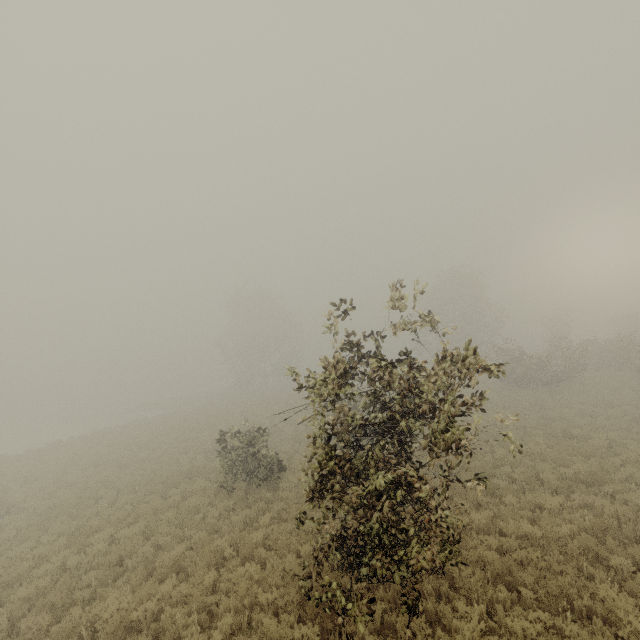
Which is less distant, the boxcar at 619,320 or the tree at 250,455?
the tree at 250,455

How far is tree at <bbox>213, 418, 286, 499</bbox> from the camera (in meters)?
13.57

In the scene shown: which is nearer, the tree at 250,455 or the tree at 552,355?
the tree at 552,355

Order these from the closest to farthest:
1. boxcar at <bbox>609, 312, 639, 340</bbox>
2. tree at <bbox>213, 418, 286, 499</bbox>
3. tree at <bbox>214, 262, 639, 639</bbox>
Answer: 1. tree at <bbox>214, 262, 639, 639</bbox>
2. tree at <bbox>213, 418, 286, 499</bbox>
3. boxcar at <bbox>609, 312, 639, 340</bbox>

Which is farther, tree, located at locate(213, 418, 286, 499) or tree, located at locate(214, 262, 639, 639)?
tree, located at locate(213, 418, 286, 499)

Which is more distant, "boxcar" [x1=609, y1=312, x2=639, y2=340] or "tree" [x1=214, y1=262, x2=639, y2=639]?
"boxcar" [x1=609, y1=312, x2=639, y2=340]

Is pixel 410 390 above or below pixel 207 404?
above
